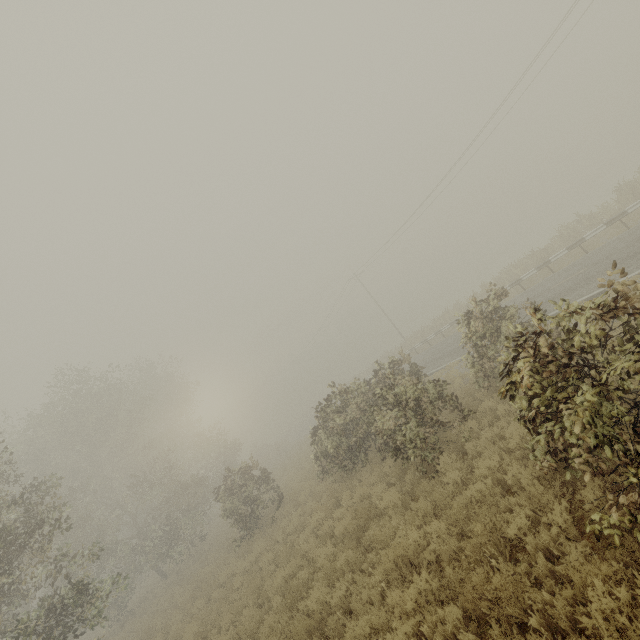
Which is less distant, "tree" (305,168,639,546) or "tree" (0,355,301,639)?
"tree" (305,168,639,546)

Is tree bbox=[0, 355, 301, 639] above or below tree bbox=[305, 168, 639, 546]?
above

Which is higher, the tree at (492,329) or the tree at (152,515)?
the tree at (152,515)

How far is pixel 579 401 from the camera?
3.9 meters

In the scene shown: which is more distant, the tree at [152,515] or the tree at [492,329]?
the tree at [152,515]
